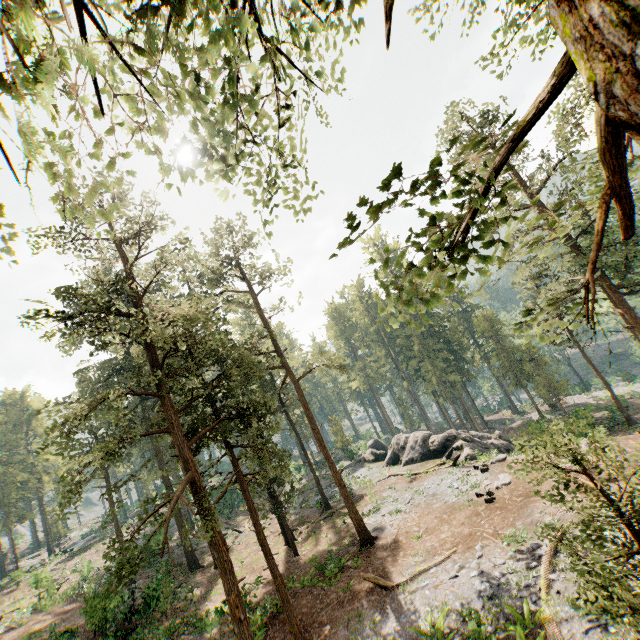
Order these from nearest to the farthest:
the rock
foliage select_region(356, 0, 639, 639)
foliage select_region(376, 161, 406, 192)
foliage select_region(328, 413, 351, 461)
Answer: foliage select_region(356, 0, 639, 639)
foliage select_region(376, 161, 406, 192)
the rock
foliage select_region(328, 413, 351, 461)

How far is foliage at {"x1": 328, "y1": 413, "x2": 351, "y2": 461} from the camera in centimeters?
4644cm

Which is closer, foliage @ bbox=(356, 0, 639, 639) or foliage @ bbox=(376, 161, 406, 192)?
foliage @ bbox=(356, 0, 639, 639)

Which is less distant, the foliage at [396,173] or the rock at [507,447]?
the foliage at [396,173]

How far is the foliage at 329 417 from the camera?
46.4 meters

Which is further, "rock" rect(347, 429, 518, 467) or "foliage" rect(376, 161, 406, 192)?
"rock" rect(347, 429, 518, 467)

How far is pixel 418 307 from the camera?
3.1m
